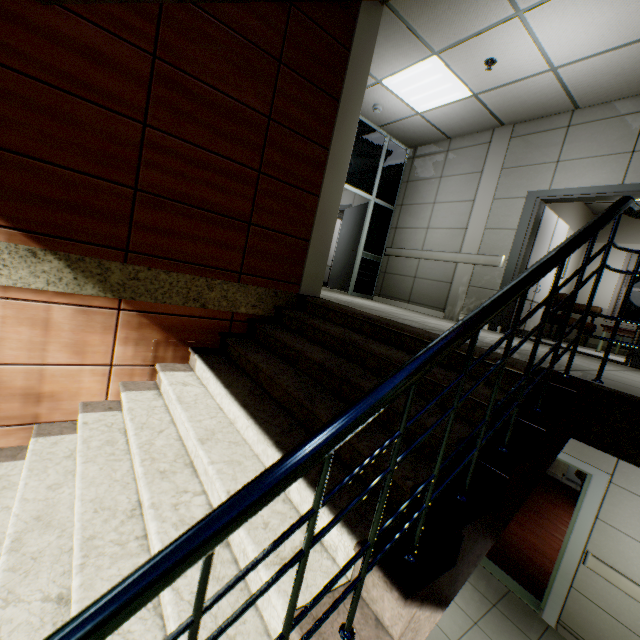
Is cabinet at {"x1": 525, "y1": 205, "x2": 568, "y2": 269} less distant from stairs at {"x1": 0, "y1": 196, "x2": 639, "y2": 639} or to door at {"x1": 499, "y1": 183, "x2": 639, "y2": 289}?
door at {"x1": 499, "y1": 183, "x2": 639, "y2": 289}

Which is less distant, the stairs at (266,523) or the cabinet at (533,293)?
the stairs at (266,523)

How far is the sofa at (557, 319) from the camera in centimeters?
617cm

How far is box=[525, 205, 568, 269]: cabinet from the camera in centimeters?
519cm

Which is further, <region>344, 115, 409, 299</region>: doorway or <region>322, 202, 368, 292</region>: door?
<region>322, 202, 368, 292</region>: door

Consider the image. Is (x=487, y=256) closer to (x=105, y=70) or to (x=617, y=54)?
(x=617, y=54)

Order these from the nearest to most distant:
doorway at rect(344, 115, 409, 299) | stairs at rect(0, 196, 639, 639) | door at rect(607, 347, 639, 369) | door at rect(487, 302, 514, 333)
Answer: stairs at rect(0, 196, 639, 639)
door at rect(607, 347, 639, 369)
door at rect(487, 302, 514, 333)
doorway at rect(344, 115, 409, 299)

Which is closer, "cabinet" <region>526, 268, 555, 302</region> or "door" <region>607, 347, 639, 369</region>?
"door" <region>607, 347, 639, 369</region>
